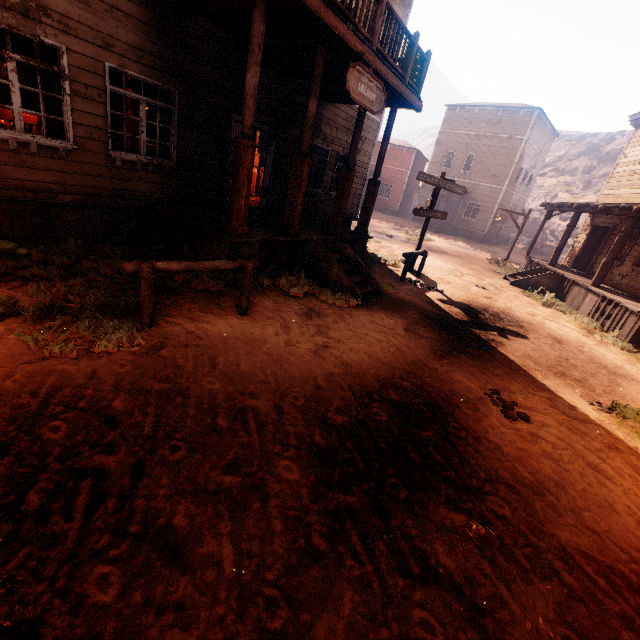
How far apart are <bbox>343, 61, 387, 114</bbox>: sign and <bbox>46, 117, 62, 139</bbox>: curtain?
5.0 meters

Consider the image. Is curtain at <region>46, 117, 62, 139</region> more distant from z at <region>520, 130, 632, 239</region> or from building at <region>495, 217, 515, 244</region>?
z at <region>520, 130, 632, 239</region>

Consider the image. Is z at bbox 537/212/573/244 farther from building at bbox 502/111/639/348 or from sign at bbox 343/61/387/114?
sign at bbox 343/61/387/114

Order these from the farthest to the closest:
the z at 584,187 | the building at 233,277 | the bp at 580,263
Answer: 1. the z at 584,187
2. the bp at 580,263
3. the building at 233,277

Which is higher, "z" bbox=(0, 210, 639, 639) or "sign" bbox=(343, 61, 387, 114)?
"sign" bbox=(343, 61, 387, 114)

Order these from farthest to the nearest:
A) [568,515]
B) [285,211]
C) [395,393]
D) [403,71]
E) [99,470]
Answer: [403,71] → [285,211] → [395,393] → [568,515] → [99,470]

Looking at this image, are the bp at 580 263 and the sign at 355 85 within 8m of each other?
no

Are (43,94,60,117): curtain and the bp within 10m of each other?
no
